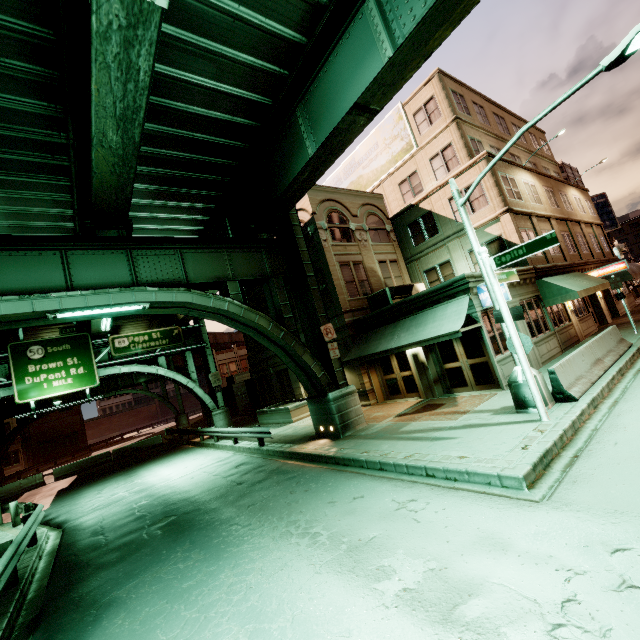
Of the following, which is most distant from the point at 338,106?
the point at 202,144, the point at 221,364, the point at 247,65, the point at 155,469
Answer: the point at 221,364

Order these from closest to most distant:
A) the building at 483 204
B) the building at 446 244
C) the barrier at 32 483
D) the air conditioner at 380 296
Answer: the building at 446 244 < the building at 483 204 < the air conditioner at 380 296 < the barrier at 32 483

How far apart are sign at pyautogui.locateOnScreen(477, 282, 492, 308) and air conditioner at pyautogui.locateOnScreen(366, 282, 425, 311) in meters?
4.5

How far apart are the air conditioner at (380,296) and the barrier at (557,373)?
7.8 meters

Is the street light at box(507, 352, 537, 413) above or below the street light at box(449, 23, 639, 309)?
below

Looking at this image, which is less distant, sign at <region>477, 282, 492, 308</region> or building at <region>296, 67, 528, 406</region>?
sign at <region>477, 282, 492, 308</region>

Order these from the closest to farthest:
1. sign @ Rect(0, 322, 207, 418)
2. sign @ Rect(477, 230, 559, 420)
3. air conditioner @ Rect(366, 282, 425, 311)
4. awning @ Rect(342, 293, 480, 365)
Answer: sign @ Rect(477, 230, 559, 420) → awning @ Rect(342, 293, 480, 365) → air conditioner @ Rect(366, 282, 425, 311) → sign @ Rect(0, 322, 207, 418)

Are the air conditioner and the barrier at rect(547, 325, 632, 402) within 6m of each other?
no
